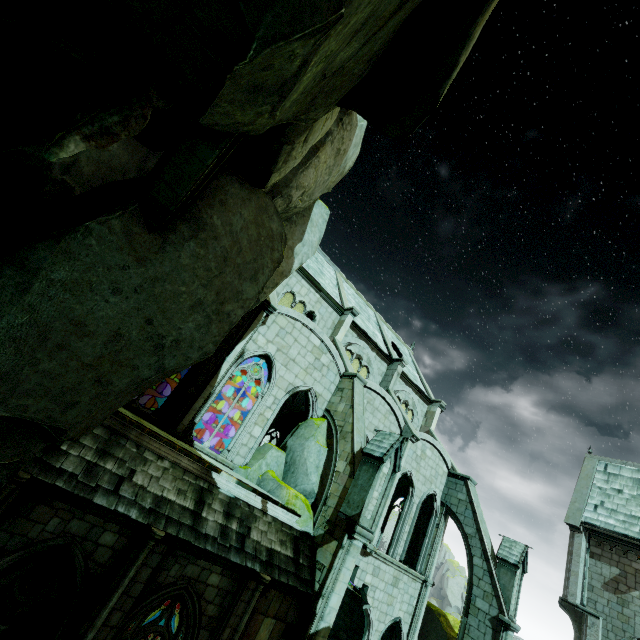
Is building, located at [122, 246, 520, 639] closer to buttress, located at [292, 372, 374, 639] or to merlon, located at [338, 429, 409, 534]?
buttress, located at [292, 372, 374, 639]

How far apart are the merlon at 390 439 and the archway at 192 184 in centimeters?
1007cm

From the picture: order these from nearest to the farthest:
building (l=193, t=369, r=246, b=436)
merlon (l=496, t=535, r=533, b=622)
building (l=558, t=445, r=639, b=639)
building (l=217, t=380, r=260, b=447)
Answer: merlon (l=496, t=535, r=533, b=622) → building (l=558, t=445, r=639, b=639) → building (l=193, t=369, r=246, b=436) → building (l=217, t=380, r=260, b=447)

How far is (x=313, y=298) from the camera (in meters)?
20.55

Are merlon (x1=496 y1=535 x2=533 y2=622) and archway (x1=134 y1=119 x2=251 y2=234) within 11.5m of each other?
no

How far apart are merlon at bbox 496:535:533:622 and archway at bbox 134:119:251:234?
21.98m

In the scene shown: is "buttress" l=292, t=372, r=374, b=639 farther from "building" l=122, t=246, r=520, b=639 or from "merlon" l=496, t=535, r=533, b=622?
"merlon" l=496, t=535, r=533, b=622

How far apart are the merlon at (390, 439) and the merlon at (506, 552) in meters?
10.9
